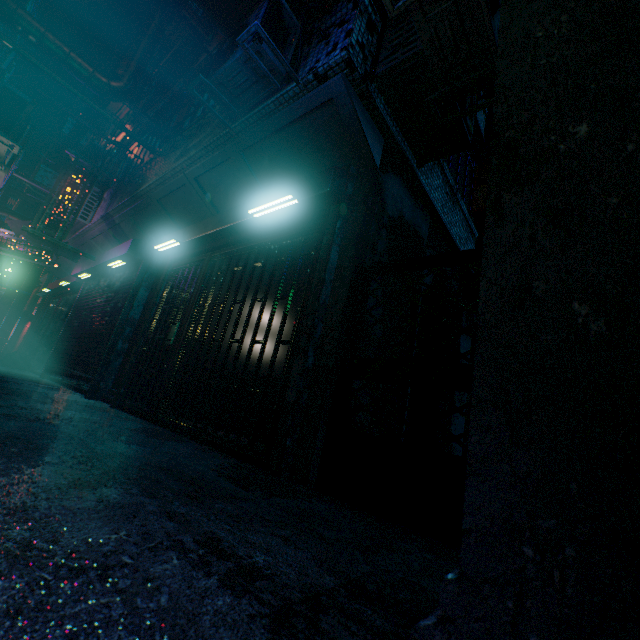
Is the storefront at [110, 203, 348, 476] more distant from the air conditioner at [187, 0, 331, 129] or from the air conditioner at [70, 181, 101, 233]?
the air conditioner at [70, 181, 101, 233]

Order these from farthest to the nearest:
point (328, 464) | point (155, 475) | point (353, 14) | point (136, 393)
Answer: point (136, 393) → point (353, 14) → point (328, 464) → point (155, 475)

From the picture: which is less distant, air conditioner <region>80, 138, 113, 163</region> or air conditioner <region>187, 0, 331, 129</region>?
air conditioner <region>187, 0, 331, 129</region>

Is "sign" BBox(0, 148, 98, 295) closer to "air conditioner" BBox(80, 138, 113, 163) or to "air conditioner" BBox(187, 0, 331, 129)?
"air conditioner" BBox(80, 138, 113, 163)

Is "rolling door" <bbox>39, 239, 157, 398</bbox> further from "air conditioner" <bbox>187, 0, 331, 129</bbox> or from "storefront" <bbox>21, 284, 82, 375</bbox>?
"air conditioner" <bbox>187, 0, 331, 129</bbox>

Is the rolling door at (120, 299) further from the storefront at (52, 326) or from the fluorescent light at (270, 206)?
the fluorescent light at (270, 206)

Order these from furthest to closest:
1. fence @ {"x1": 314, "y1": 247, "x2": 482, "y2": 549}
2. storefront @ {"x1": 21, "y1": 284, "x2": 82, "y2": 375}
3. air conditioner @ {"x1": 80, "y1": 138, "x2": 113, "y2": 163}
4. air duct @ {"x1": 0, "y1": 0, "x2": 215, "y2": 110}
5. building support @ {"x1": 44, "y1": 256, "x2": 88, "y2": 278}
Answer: building support @ {"x1": 44, "y1": 256, "x2": 88, "y2": 278}, storefront @ {"x1": 21, "y1": 284, "x2": 82, "y2": 375}, air conditioner @ {"x1": 80, "y1": 138, "x2": 113, "y2": 163}, air duct @ {"x1": 0, "y1": 0, "x2": 215, "y2": 110}, fence @ {"x1": 314, "y1": 247, "x2": 482, "y2": 549}

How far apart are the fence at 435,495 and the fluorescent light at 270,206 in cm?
100
